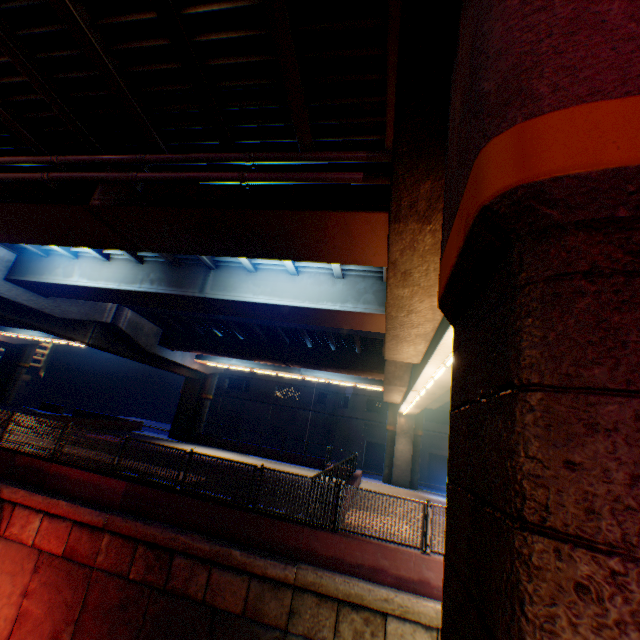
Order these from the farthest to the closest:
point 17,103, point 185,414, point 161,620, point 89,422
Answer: point 185,414, point 89,422, point 161,620, point 17,103

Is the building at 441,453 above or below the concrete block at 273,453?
above

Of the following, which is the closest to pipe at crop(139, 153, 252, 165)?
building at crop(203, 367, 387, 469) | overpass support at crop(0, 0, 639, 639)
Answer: overpass support at crop(0, 0, 639, 639)

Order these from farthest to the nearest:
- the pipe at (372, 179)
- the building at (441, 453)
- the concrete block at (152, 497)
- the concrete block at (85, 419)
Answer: the building at (441, 453) → the concrete block at (85, 419) → the concrete block at (152, 497) → the pipe at (372, 179)

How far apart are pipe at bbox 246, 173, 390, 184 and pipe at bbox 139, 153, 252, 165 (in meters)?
0.30

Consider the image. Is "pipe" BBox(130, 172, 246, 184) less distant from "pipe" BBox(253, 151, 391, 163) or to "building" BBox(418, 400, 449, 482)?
"pipe" BBox(253, 151, 391, 163)

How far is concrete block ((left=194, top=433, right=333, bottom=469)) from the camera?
30.08m
